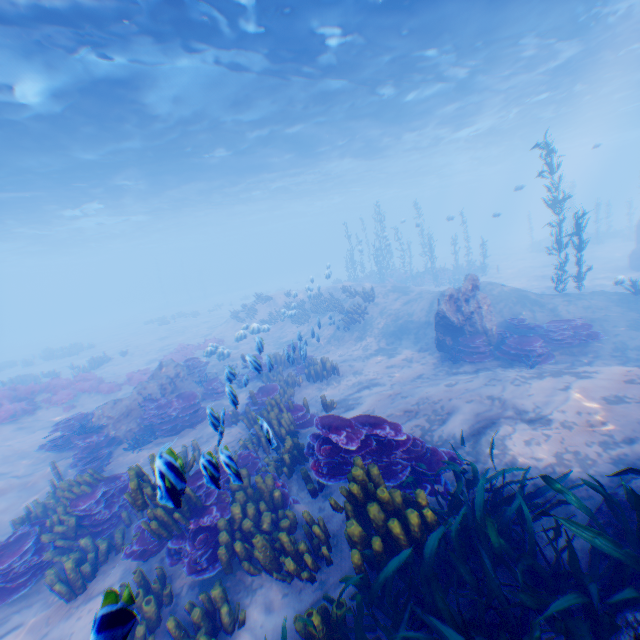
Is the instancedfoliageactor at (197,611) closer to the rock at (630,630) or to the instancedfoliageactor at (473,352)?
the rock at (630,630)

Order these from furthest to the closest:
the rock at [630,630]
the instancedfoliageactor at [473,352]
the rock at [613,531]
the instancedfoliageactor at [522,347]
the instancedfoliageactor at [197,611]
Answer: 1. the instancedfoliageactor at [473,352]
2. the instancedfoliageactor at [522,347]
3. the instancedfoliageactor at [197,611]
4. the rock at [613,531]
5. the rock at [630,630]

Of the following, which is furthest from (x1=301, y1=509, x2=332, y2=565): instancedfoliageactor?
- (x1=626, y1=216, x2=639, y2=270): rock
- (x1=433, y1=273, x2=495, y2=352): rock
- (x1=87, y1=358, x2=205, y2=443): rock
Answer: (x1=87, y1=358, x2=205, y2=443): rock

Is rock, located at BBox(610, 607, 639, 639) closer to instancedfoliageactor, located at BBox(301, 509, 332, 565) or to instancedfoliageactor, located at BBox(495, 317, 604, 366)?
instancedfoliageactor, located at BBox(301, 509, 332, 565)

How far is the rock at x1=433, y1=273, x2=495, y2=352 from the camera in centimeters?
1143cm

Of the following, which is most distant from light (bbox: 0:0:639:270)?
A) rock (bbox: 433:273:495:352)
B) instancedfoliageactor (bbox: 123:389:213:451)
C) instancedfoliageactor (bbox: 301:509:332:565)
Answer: instancedfoliageactor (bbox: 123:389:213:451)

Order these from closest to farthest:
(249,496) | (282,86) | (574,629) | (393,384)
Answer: (574,629) < (249,496) < (393,384) < (282,86)

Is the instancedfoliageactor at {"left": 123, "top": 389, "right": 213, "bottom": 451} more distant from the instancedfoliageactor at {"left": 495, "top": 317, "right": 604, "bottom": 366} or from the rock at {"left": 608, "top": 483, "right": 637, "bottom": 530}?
the instancedfoliageactor at {"left": 495, "top": 317, "right": 604, "bottom": 366}
